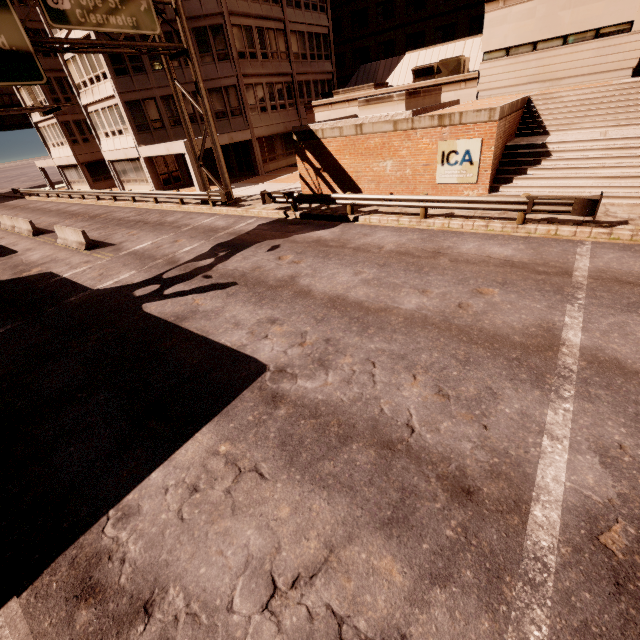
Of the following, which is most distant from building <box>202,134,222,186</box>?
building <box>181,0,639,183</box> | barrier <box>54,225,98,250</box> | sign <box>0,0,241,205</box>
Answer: barrier <box>54,225,98,250</box>

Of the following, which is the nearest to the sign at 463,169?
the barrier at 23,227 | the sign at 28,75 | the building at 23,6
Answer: the sign at 28,75

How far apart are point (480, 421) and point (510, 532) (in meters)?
1.61

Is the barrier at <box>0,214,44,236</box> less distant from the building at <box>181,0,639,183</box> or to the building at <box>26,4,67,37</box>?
the building at <box>26,4,67,37</box>

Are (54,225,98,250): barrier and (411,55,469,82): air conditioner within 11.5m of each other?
no

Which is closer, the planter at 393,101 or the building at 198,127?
the planter at 393,101

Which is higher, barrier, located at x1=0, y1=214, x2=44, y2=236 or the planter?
the planter

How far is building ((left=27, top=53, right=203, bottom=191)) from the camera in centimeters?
2506cm
